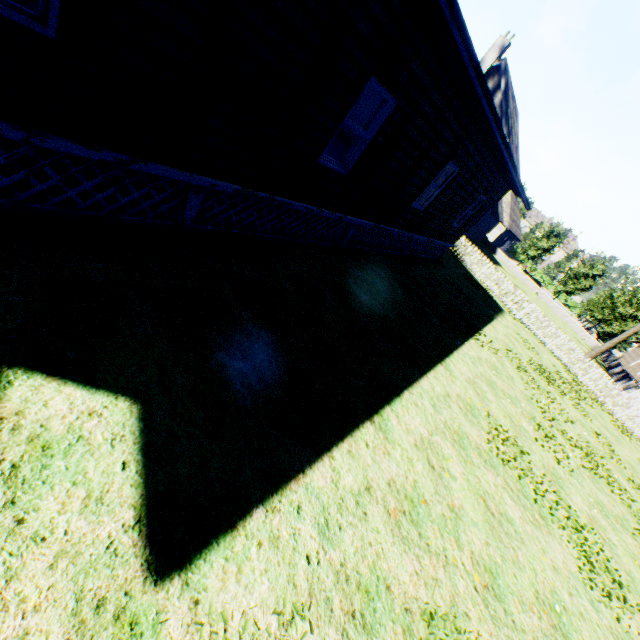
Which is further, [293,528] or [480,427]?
[480,427]

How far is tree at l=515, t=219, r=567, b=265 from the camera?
42.2 meters

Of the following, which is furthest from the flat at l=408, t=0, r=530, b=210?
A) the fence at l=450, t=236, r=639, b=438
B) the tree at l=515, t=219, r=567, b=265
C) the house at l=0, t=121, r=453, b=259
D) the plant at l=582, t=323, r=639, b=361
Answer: the tree at l=515, t=219, r=567, b=265

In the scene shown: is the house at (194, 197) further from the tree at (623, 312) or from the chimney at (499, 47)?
the chimney at (499, 47)

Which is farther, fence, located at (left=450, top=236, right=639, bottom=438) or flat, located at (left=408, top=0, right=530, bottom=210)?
fence, located at (left=450, top=236, right=639, bottom=438)

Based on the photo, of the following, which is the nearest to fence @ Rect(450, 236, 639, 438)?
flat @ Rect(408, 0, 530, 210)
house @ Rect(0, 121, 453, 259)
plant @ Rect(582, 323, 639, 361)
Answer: plant @ Rect(582, 323, 639, 361)

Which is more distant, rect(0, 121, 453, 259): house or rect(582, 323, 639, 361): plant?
rect(582, 323, 639, 361): plant

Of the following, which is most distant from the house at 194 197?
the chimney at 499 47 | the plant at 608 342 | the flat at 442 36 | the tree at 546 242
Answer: the chimney at 499 47
